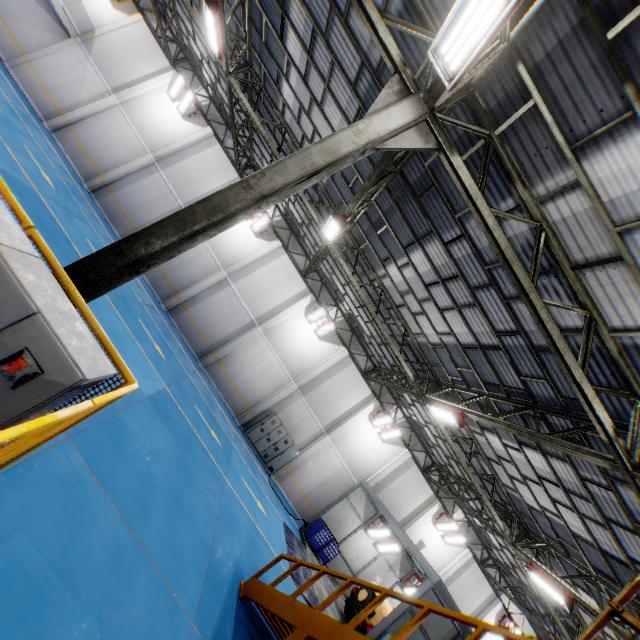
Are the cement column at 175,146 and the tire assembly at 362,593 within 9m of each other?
no

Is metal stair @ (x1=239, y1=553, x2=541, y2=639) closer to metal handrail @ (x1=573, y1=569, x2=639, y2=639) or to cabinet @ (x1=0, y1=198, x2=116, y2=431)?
metal handrail @ (x1=573, y1=569, x2=639, y2=639)

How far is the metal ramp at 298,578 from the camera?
12.04m

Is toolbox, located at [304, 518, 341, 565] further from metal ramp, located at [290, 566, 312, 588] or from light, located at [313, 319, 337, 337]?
light, located at [313, 319, 337, 337]

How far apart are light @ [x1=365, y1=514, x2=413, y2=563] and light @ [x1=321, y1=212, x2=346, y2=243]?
15.39m

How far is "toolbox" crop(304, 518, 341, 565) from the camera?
16.8 meters

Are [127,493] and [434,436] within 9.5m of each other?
no

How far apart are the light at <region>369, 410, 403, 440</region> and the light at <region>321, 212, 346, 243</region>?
12.3 meters
